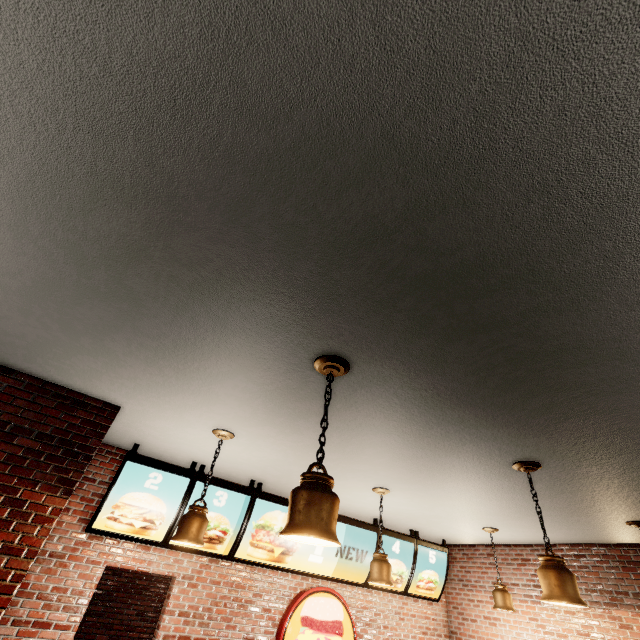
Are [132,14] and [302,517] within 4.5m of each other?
yes
